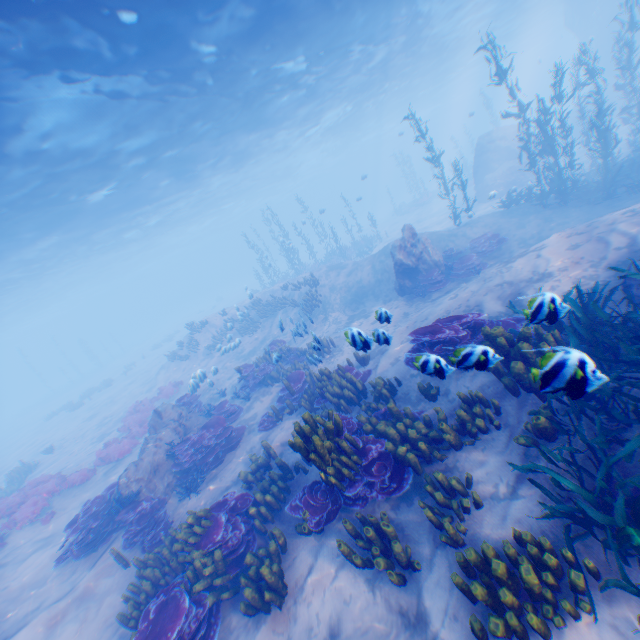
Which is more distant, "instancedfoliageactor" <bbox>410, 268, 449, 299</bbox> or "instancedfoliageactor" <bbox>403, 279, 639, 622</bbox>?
"instancedfoliageactor" <bbox>410, 268, 449, 299</bbox>

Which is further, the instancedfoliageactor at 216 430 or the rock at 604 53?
the rock at 604 53

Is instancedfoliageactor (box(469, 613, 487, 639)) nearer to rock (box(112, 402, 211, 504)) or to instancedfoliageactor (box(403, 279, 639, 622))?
rock (box(112, 402, 211, 504))

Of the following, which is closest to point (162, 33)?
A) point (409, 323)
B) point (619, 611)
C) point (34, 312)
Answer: point (409, 323)

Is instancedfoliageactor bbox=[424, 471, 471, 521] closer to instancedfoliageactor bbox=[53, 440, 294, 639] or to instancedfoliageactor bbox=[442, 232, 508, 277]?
instancedfoliageactor bbox=[53, 440, 294, 639]

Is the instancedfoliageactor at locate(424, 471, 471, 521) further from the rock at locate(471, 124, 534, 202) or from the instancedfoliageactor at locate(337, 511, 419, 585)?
the rock at locate(471, 124, 534, 202)

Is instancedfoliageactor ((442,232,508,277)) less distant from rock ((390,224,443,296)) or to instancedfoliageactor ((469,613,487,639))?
rock ((390,224,443,296))

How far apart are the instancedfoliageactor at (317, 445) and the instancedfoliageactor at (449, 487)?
2.50m
